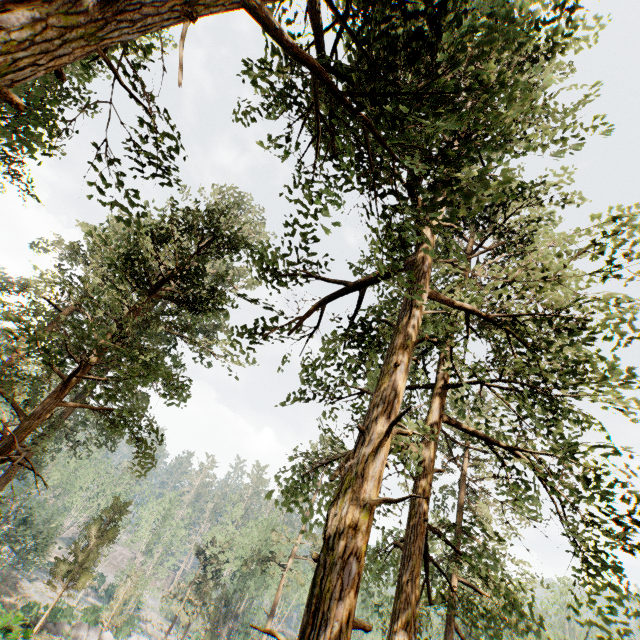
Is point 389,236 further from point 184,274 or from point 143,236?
point 143,236

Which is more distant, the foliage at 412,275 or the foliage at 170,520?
the foliage at 170,520

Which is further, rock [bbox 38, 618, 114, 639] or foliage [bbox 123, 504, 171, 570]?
foliage [bbox 123, 504, 171, 570]

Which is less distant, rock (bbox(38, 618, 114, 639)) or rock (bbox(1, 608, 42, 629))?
rock (bbox(1, 608, 42, 629))

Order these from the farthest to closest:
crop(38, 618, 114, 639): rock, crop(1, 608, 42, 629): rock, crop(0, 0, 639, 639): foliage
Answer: crop(38, 618, 114, 639): rock
crop(1, 608, 42, 629): rock
crop(0, 0, 639, 639): foliage

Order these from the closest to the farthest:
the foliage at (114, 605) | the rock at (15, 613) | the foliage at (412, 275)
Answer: Result:
1. the foliage at (412, 275)
2. the rock at (15, 613)
3. the foliage at (114, 605)

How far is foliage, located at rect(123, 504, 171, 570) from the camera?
57.8 meters
